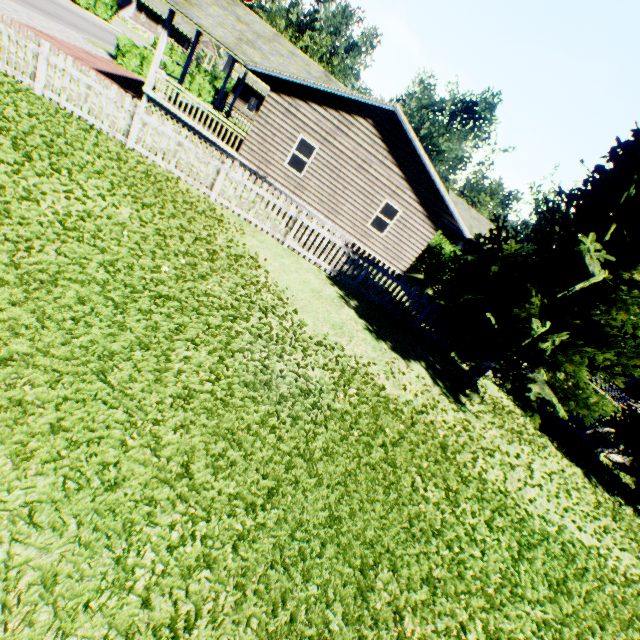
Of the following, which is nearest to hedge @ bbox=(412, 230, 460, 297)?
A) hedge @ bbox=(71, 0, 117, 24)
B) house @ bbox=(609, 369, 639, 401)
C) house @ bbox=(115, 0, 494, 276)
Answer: house @ bbox=(115, 0, 494, 276)

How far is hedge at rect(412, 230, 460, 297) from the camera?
17.0 meters

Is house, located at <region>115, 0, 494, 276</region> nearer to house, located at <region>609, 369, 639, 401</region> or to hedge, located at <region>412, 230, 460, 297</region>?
hedge, located at <region>412, 230, 460, 297</region>

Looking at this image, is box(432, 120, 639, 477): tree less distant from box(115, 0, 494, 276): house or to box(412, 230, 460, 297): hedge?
box(412, 230, 460, 297): hedge

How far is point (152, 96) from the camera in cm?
1480

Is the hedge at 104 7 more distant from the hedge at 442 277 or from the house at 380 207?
the hedge at 442 277

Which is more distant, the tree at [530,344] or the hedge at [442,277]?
the hedge at [442,277]

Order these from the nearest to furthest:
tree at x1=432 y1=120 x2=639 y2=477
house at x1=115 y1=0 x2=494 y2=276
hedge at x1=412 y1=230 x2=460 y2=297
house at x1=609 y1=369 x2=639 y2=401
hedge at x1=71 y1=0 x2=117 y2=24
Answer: tree at x1=432 y1=120 x2=639 y2=477, house at x1=115 y1=0 x2=494 y2=276, hedge at x1=412 y1=230 x2=460 y2=297, house at x1=609 y1=369 x2=639 y2=401, hedge at x1=71 y1=0 x2=117 y2=24
